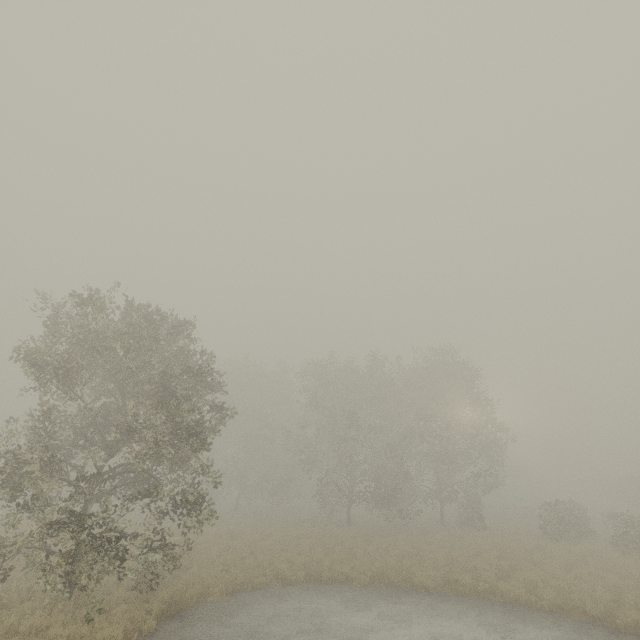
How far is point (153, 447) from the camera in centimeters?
1227cm
